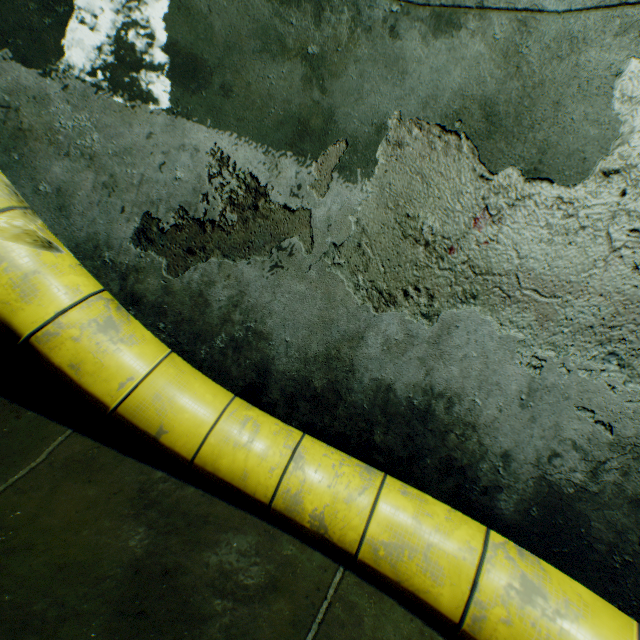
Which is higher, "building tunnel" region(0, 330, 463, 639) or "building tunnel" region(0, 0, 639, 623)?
"building tunnel" region(0, 0, 639, 623)

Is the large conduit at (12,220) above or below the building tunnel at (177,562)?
above

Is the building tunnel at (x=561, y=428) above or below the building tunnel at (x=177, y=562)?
above

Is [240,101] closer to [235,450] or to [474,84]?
[474,84]

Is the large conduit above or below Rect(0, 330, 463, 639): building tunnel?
above
